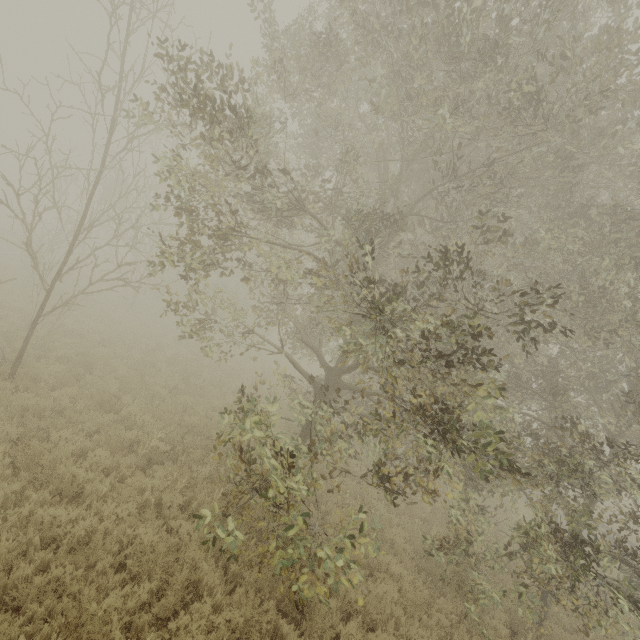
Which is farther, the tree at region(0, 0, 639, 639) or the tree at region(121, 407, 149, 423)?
the tree at region(121, 407, 149, 423)

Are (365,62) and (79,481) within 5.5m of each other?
no

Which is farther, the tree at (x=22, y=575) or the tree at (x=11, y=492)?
the tree at (x=11, y=492)

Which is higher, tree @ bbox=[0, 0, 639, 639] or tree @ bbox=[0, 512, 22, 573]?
tree @ bbox=[0, 0, 639, 639]

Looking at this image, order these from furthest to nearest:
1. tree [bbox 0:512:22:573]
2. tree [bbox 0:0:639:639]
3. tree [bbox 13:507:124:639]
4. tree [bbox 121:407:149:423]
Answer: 1. tree [bbox 121:407:149:423]
2. tree [bbox 0:0:639:639]
3. tree [bbox 0:512:22:573]
4. tree [bbox 13:507:124:639]

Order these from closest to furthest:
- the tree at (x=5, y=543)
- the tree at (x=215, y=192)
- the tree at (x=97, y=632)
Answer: the tree at (x=97, y=632) → the tree at (x=5, y=543) → the tree at (x=215, y=192)

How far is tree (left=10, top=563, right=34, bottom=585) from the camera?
4.6 meters
